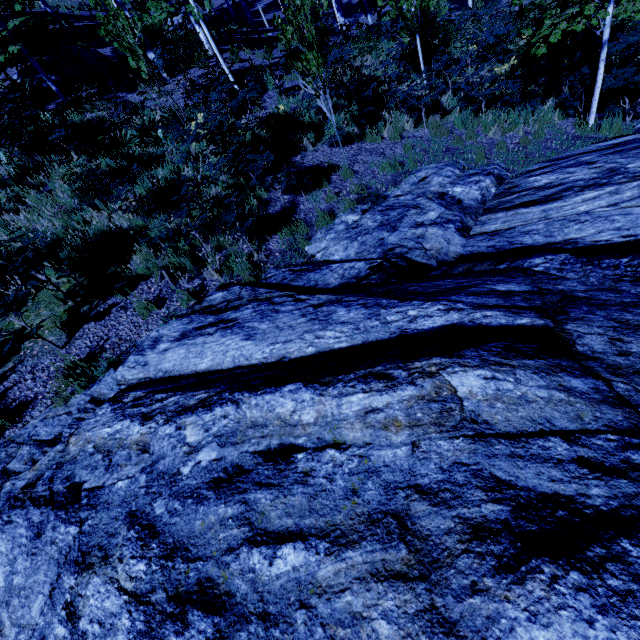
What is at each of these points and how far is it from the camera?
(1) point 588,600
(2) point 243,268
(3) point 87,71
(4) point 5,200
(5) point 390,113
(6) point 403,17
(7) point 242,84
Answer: (1) rock, 1.1 meters
(2) instancedfoliageactor, 5.3 meters
(3) rock, 12.0 meters
(4) instancedfoliageactor, 7.1 meters
(5) instancedfoliageactor, 9.2 meters
(6) instancedfoliageactor, 8.0 meters
(7) instancedfoliageactor, 11.5 meters

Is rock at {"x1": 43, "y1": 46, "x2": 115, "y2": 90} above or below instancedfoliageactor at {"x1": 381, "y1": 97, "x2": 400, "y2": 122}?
above

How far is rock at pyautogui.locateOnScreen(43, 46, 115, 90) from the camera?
11.5m

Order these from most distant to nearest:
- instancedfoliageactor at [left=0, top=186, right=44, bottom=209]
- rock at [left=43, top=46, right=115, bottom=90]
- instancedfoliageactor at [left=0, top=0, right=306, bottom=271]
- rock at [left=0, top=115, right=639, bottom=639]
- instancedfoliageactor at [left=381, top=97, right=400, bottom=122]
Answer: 1. rock at [left=43, top=46, right=115, bottom=90]
2. instancedfoliageactor at [left=381, top=97, right=400, bottom=122]
3. instancedfoliageactor at [left=0, top=186, right=44, bottom=209]
4. instancedfoliageactor at [left=0, top=0, right=306, bottom=271]
5. rock at [left=0, top=115, right=639, bottom=639]

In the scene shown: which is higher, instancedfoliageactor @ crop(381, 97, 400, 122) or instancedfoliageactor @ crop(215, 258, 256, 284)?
instancedfoliageactor @ crop(215, 258, 256, 284)

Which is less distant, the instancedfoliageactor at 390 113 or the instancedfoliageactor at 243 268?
the instancedfoliageactor at 243 268

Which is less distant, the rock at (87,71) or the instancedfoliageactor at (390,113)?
the instancedfoliageactor at (390,113)

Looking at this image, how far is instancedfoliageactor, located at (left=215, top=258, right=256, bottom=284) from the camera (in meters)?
5.40
